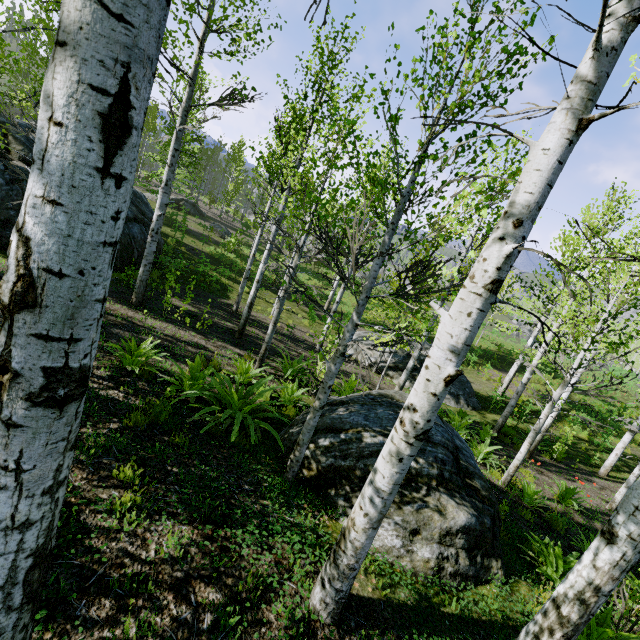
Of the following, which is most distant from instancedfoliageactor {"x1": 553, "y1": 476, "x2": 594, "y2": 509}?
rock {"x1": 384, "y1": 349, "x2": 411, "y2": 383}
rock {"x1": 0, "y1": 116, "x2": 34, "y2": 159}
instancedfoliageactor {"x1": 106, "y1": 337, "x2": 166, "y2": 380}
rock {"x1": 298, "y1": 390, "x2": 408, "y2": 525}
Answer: rock {"x1": 0, "y1": 116, "x2": 34, "y2": 159}

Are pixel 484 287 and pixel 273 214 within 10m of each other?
no

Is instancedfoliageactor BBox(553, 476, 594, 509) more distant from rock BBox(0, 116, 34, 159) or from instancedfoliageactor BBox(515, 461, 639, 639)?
rock BBox(0, 116, 34, 159)

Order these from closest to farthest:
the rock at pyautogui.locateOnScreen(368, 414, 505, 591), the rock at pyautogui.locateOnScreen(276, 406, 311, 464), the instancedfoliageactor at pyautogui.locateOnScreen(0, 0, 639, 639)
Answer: the instancedfoliageactor at pyautogui.locateOnScreen(0, 0, 639, 639) < the rock at pyautogui.locateOnScreen(368, 414, 505, 591) < the rock at pyautogui.locateOnScreen(276, 406, 311, 464)

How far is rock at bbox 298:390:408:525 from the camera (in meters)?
4.51

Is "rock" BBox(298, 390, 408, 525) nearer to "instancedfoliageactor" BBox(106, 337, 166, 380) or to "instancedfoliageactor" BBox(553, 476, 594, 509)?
"instancedfoliageactor" BBox(553, 476, 594, 509)

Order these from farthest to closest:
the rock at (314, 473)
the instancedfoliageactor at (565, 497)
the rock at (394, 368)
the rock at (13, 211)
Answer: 1. the rock at (394, 368)
2. the rock at (13, 211)
3. the instancedfoliageactor at (565, 497)
4. the rock at (314, 473)

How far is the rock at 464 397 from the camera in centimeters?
1458cm
